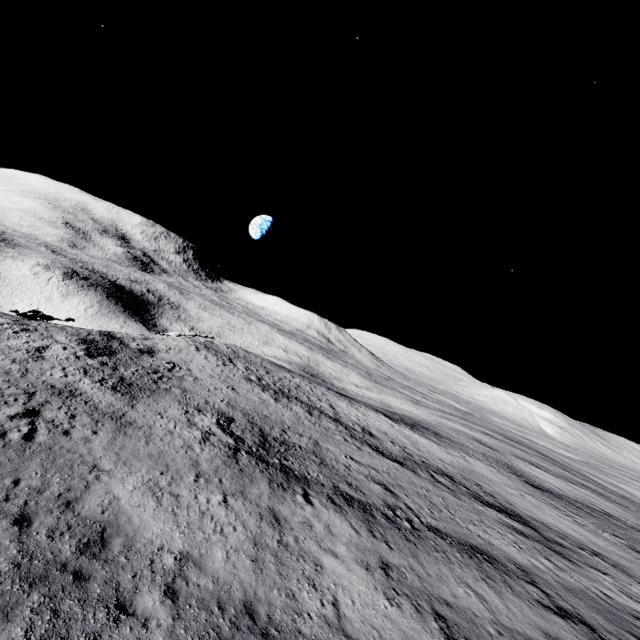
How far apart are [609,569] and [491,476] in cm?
1642
